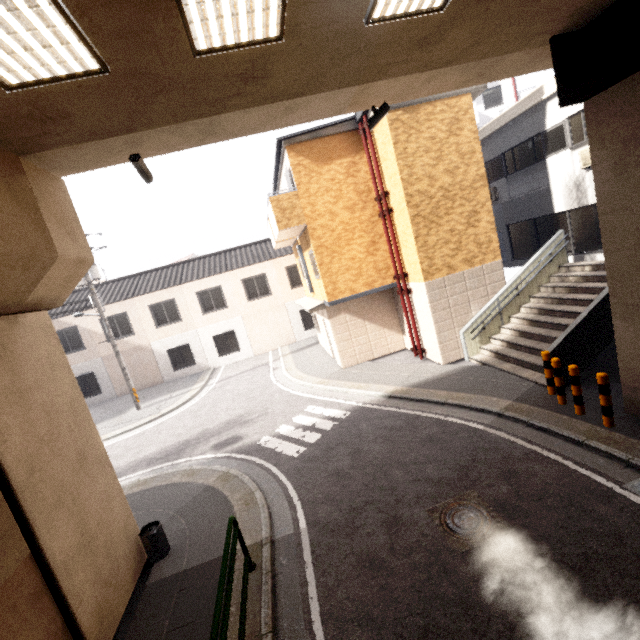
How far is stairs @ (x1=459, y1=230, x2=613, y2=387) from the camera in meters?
7.8 m

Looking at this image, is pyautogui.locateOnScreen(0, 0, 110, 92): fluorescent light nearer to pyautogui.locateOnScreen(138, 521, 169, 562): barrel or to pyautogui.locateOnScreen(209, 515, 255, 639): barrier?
pyautogui.locateOnScreen(209, 515, 255, 639): barrier

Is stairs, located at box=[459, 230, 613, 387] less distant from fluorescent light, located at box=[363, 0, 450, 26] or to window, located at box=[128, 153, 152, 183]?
fluorescent light, located at box=[363, 0, 450, 26]

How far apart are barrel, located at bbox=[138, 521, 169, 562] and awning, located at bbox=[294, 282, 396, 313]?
8.37m

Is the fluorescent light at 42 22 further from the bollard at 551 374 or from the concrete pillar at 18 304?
the bollard at 551 374

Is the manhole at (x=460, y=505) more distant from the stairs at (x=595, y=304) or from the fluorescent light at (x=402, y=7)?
the fluorescent light at (x=402, y=7)

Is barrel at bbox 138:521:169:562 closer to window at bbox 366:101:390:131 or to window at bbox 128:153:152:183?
window at bbox 128:153:152:183

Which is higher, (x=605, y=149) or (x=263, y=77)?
(x=263, y=77)
